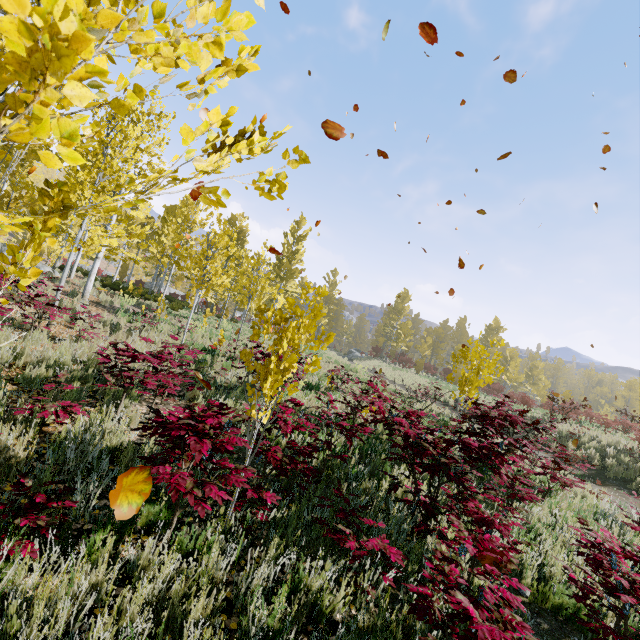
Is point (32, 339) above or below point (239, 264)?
below

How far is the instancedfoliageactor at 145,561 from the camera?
2.3m

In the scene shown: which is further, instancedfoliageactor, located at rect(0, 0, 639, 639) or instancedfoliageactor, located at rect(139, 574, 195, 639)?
instancedfoliageactor, located at rect(139, 574, 195, 639)

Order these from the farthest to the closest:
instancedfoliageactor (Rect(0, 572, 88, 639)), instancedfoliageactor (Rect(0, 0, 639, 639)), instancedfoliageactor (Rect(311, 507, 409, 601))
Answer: instancedfoliageactor (Rect(311, 507, 409, 601)) < instancedfoliageactor (Rect(0, 572, 88, 639)) < instancedfoliageactor (Rect(0, 0, 639, 639))

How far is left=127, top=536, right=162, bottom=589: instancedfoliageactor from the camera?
2.3m
